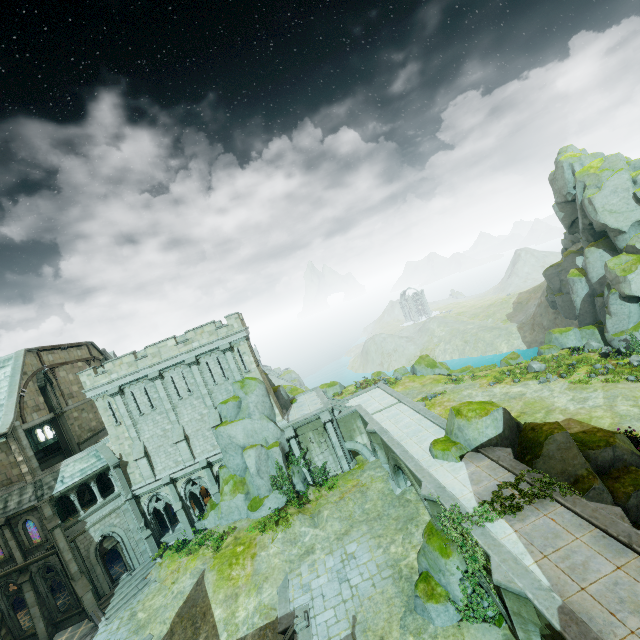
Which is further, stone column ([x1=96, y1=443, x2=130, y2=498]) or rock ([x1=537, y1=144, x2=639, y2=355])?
rock ([x1=537, y1=144, x2=639, y2=355])

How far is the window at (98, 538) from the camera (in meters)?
23.89

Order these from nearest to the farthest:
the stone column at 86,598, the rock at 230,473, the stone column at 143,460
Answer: the stone column at 86,598 < the rock at 230,473 < the stone column at 143,460

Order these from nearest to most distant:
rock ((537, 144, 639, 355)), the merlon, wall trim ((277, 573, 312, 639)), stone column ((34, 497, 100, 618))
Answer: wall trim ((277, 573, 312, 639))
stone column ((34, 497, 100, 618))
the merlon
rock ((537, 144, 639, 355))

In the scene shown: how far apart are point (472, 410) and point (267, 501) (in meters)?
17.73

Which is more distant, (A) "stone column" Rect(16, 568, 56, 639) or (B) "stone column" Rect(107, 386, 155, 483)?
(B) "stone column" Rect(107, 386, 155, 483)

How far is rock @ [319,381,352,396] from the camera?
48.4m

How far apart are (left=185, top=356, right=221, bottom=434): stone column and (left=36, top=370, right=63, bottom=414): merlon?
11.74m
